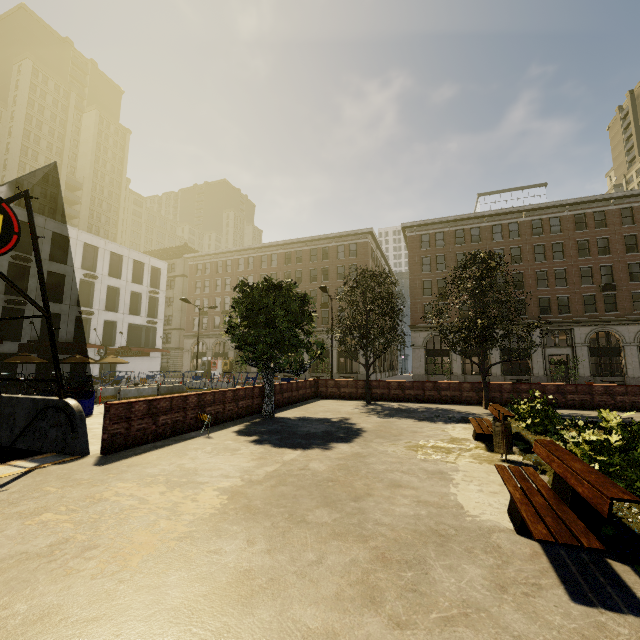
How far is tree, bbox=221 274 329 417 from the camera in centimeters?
1252cm

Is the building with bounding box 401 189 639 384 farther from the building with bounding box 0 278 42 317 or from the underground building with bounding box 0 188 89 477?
the underground building with bounding box 0 188 89 477

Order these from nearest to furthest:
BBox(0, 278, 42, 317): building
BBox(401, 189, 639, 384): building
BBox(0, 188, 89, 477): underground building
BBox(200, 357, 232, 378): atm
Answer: BBox(0, 188, 89, 477): underground building, BBox(0, 278, 42, 317): building, BBox(401, 189, 639, 384): building, BBox(200, 357, 232, 378): atm

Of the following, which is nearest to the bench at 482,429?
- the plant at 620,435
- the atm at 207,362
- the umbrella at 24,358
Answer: the plant at 620,435

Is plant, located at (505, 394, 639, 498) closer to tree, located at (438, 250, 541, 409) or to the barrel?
tree, located at (438, 250, 541, 409)

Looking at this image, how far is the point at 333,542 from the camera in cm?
400

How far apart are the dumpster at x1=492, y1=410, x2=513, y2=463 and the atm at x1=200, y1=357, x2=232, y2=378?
43.8m

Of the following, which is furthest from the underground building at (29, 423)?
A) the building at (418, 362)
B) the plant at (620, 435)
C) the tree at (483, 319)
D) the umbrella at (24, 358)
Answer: the building at (418, 362)
